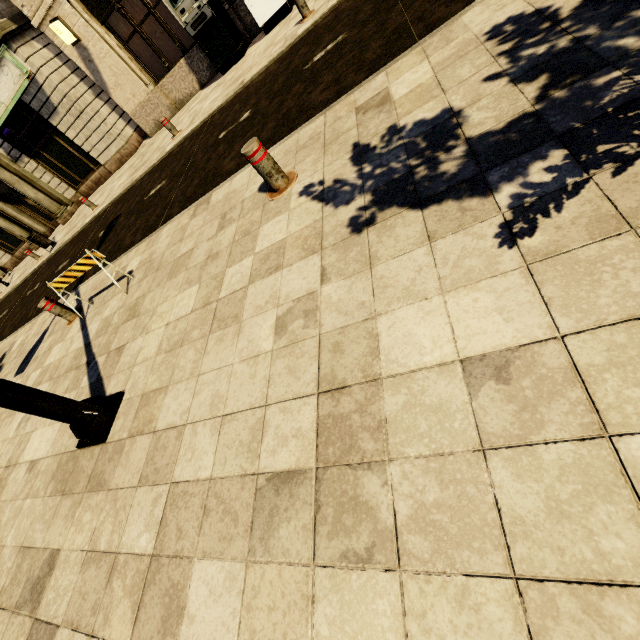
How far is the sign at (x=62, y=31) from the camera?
10.1m

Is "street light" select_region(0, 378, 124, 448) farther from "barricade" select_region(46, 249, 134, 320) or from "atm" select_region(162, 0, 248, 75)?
"atm" select_region(162, 0, 248, 75)

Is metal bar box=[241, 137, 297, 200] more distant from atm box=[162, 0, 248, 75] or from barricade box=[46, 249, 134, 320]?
atm box=[162, 0, 248, 75]

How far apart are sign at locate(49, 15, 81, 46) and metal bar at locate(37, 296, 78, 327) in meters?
10.2 m

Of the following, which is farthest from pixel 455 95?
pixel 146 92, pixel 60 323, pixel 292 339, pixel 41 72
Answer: pixel 41 72

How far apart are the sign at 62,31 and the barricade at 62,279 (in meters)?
10.38

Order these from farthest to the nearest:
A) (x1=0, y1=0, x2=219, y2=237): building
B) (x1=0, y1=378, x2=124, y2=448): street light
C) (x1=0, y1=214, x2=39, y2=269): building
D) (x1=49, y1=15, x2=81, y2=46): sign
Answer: (x1=0, y1=214, x2=39, y2=269): building, (x1=0, y1=0, x2=219, y2=237): building, (x1=49, y1=15, x2=81, y2=46): sign, (x1=0, y1=378, x2=124, y2=448): street light

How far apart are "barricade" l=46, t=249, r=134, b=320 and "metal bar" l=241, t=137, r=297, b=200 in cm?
281
